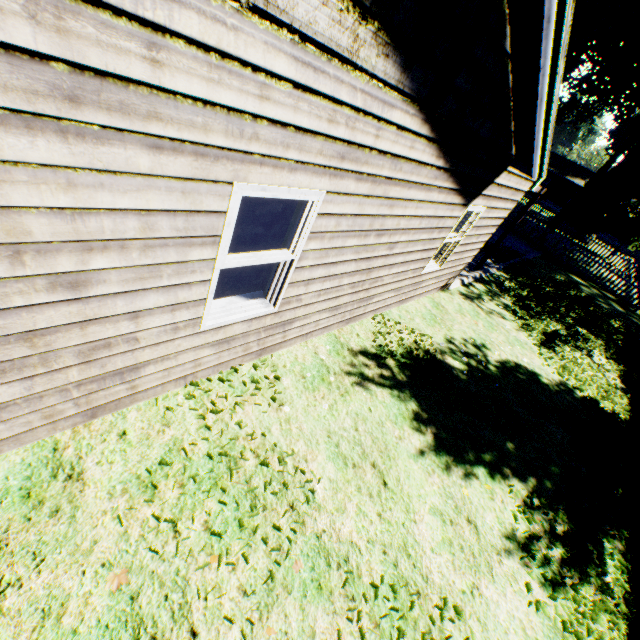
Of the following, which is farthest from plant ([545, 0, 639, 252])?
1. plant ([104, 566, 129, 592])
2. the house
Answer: plant ([104, 566, 129, 592])

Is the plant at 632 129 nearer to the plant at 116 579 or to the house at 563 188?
the house at 563 188

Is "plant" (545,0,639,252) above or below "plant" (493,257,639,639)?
above

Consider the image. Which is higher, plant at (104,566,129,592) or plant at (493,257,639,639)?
plant at (493,257,639,639)

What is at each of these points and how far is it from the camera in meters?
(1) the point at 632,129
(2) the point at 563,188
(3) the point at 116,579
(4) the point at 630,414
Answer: (1) plant, 18.3
(2) house, 48.2
(3) plant, 2.5
(4) plant, 7.9

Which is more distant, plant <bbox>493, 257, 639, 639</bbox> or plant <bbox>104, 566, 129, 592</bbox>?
plant <bbox>493, 257, 639, 639</bbox>

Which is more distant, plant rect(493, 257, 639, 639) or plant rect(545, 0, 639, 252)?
plant rect(545, 0, 639, 252)

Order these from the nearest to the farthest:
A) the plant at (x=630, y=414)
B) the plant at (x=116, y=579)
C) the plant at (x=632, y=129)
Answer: the plant at (x=116, y=579) → the plant at (x=630, y=414) → the plant at (x=632, y=129)
